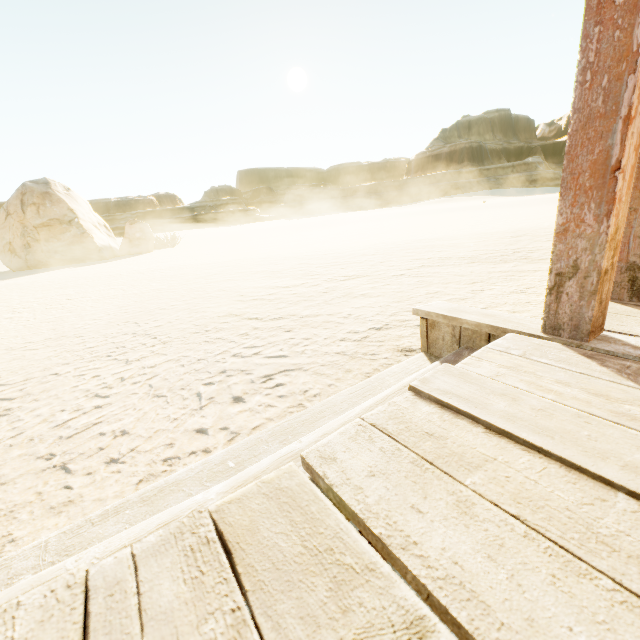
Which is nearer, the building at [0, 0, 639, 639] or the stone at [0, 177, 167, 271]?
the building at [0, 0, 639, 639]

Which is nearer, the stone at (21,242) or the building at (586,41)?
the building at (586,41)

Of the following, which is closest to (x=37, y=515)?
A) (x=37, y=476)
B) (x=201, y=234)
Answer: (x=37, y=476)
